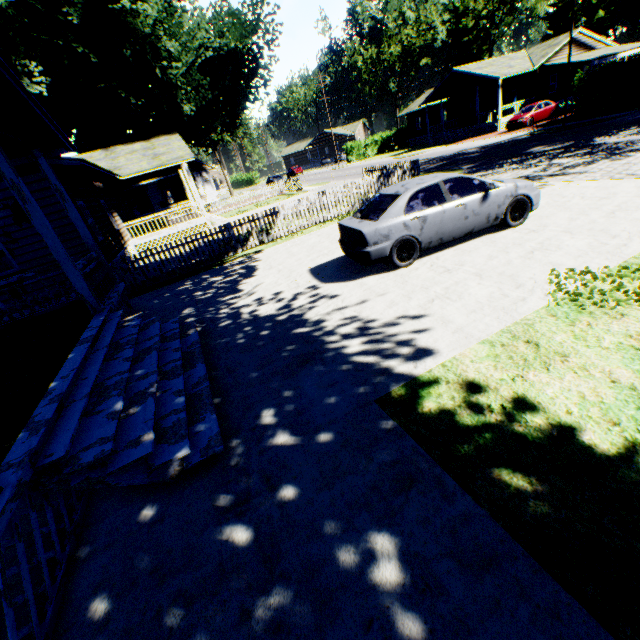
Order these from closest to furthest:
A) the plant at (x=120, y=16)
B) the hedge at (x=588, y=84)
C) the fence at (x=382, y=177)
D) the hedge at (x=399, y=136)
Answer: the fence at (x=382, y=177)
the plant at (x=120, y=16)
the hedge at (x=588, y=84)
the hedge at (x=399, y=136)

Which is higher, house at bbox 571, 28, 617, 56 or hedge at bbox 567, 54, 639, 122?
house at bbox 571, 28, 617, 56

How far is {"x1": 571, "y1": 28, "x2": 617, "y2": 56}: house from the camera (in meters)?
31.88

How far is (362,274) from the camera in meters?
7.7

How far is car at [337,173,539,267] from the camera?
6.95m

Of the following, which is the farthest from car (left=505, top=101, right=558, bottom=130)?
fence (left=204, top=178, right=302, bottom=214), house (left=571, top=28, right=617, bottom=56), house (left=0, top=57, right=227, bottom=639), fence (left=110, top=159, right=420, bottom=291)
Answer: house (left=0, top=57, right=227, bottom=639)

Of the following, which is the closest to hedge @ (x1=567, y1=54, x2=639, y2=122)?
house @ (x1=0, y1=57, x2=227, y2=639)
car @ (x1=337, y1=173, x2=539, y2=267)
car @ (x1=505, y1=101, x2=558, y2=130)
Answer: car @ (x1=505, y1=101, x2=558, y2=130)

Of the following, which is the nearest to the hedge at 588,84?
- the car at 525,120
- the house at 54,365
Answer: the car at 525,120
